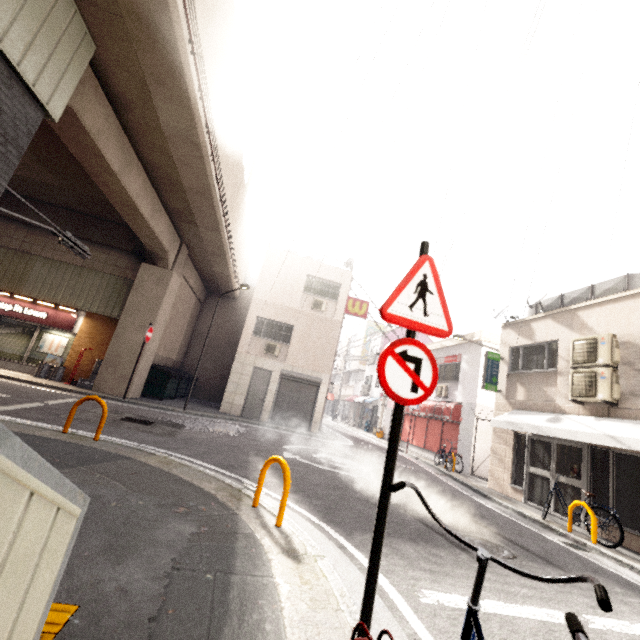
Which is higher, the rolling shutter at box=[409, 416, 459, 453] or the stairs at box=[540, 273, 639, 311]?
the stairs at box=[540, 273, 639, 311]

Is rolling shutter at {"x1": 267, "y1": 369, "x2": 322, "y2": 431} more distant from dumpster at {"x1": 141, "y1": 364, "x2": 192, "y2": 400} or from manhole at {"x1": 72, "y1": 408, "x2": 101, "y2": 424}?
manhole at {"x1": 72, "y1": 408, "x2": 101, "y2": 424}

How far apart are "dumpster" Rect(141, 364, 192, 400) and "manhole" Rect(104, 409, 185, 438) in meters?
4.4 m

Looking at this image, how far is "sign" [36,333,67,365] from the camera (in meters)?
13.22

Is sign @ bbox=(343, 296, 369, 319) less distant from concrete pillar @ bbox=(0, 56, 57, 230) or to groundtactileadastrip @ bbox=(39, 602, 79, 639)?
concrete pillar @ bbox=(0, 56, 57, 230)

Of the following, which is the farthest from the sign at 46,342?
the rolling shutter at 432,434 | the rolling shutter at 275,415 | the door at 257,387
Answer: the rolling shutter at 432,434

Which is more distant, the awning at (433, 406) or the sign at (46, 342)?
the awning at (433, 406)

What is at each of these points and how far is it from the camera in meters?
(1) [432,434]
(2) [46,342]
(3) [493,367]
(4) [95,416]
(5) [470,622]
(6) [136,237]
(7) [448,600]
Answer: (1) rolling shutter, 17.1 m
(2) sign, 13.3 m
(3) sign, 11.8 m
(4) manhole, 8.3 m
(5) bicycle, 1.2 m
(6) concrete pillar, 14.1 m
(7) ground decal, 3.3 m
